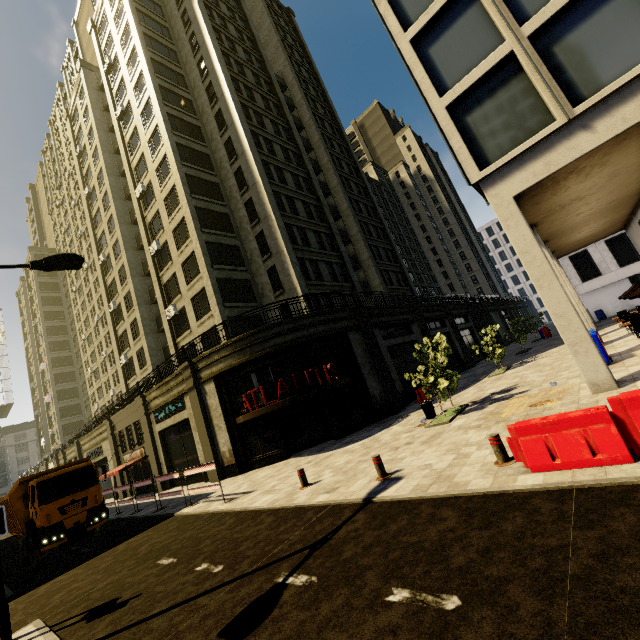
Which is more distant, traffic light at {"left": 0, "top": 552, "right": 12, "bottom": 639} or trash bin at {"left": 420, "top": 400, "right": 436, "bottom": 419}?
trash bin at {"left": 420, "top": 400, "right": 436, "bottom": 419}

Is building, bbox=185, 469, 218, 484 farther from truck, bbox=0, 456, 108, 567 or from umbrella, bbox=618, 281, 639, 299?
truck, bbox=0, 456, 108, 567

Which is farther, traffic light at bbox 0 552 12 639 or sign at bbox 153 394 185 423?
sign at bbox 153 394 185 423

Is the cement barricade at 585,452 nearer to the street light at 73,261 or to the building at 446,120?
the building at 446,120

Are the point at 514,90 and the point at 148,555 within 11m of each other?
no

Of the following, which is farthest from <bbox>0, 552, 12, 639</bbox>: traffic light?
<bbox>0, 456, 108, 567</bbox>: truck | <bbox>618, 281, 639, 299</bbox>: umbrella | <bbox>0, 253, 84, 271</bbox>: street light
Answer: <bbox>618, 281, 639, 299</bbox>: umbrella

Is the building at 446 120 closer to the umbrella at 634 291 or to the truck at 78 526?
the umbrella at 634 291

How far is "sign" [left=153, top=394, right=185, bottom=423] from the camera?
20.5m
